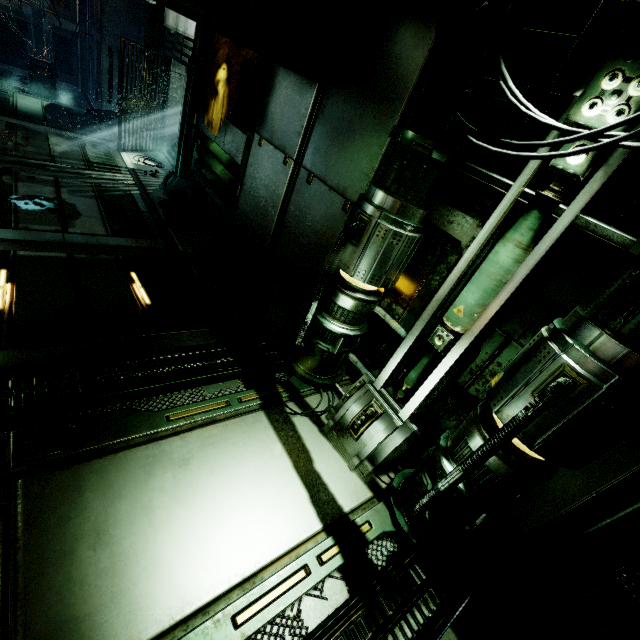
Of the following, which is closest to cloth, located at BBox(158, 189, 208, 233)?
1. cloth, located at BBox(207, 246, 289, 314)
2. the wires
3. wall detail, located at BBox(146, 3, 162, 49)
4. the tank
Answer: cloth, located at BBox(207, 246, 289, 314)

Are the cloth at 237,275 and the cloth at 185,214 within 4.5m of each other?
yes

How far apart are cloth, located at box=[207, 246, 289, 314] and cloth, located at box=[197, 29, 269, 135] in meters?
2.3 m

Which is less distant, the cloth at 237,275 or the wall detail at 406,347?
the wall detail at 406,347

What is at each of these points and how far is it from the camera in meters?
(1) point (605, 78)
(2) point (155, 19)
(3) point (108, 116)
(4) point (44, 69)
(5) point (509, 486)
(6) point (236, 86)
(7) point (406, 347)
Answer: (1) wall detail, 2.0 m
(2) wall detail, 9.7 m
(3) cloth, 12.1 m
(4) tank, 12.0 m
(5) generator, 2.4 m
(6) cloth, 6.4 m
(7) wall detail, 3.3 m

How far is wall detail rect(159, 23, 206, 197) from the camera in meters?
7.5 m

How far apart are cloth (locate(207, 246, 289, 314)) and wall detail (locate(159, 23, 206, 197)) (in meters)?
3.42

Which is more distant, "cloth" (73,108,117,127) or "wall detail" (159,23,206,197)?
"cloth" (73,108,117,127)
